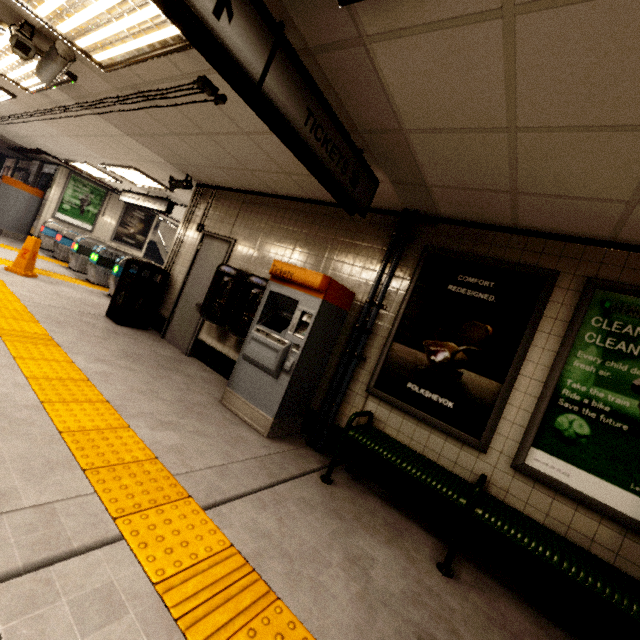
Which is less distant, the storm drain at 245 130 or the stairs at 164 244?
the storm drain at 245 130

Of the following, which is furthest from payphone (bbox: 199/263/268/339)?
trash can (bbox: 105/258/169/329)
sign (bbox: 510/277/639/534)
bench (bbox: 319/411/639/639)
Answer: sign (bbox: 510/277/639/534)

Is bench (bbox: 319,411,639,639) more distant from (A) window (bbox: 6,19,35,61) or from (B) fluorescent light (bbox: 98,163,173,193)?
(B) fluorescent light (bbox: 98,163,173,193)

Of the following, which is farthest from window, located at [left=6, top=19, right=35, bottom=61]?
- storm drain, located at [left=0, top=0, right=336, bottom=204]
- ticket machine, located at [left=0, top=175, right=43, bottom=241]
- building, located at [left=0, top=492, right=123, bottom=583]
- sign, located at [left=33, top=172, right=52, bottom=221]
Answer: sign, located at [left=33, top=172, right=52, bottom=221]

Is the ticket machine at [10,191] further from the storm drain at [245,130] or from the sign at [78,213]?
the storm drain at [245,130]

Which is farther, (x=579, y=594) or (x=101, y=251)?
(x=101, y=251)

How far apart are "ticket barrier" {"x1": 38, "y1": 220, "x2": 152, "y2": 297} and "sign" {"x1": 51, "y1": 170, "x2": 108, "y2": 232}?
2.7 meters

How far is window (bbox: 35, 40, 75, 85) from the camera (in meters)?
3.12
